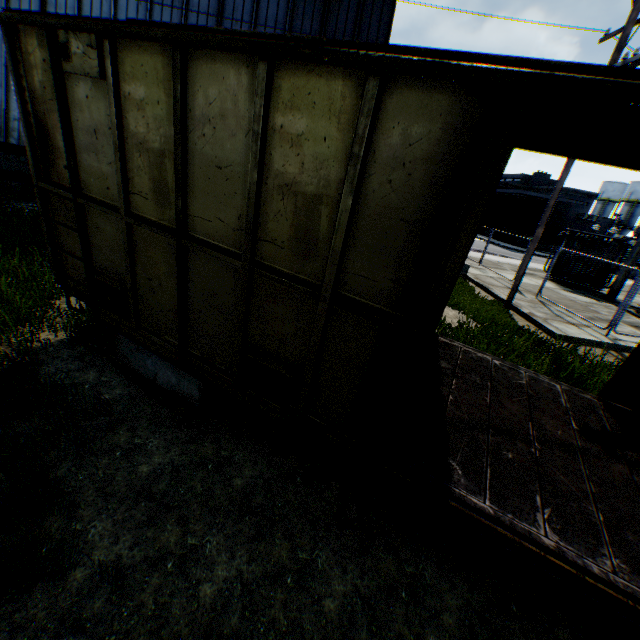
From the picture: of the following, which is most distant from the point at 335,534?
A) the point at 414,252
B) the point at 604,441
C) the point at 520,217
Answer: the point at 520,217

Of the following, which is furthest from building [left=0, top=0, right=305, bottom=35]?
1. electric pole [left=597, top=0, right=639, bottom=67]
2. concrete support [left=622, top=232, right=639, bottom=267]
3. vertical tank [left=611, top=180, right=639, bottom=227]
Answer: vertical tank [left=611, top=180, right=639, bottom=227]

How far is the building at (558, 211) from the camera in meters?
36.2 m

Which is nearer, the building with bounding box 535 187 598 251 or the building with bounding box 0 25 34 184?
the building with bounding box 0 25 34 184

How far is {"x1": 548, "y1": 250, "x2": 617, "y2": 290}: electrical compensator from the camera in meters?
17.4 m

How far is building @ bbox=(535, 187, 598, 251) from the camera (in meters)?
36.25

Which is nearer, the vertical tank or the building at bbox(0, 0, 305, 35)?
the building at bbox(0, 0, 305, 35)

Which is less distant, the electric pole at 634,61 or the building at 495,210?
the electric pole at 634,61
